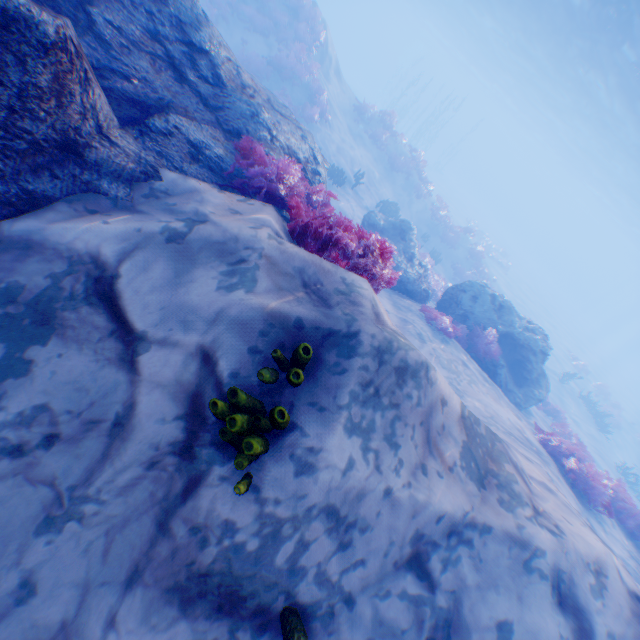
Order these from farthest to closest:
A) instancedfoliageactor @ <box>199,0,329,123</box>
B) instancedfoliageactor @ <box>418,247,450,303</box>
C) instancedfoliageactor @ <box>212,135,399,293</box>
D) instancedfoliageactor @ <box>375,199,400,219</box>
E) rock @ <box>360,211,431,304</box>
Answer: instancedfoliageactor @ <box>375,199,400,219</box> < instancedfoliageactor @ <box>199,0,329,123</box> < instancedfoliageactor @ <box>418,247,450,303</box> < rock @ <box>360,211,431,304</box> < instancedfoliageactor @ <box>212,135,399,293</box>

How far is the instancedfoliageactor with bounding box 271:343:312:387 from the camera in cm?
242

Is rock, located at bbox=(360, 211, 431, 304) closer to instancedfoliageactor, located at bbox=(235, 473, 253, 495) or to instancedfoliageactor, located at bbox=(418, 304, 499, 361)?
instancedfoliageactor, located at bbox=(418, 304, 499, 361)

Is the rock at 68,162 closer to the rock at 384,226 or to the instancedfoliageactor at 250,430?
the instancedfoliageactor at 250,430

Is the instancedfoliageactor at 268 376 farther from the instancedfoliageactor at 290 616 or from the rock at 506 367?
the rock at 506 367

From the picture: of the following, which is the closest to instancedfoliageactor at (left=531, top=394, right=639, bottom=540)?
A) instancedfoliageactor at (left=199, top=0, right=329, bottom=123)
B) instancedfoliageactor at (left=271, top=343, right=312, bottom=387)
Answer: instancedfoliageactor at (left=271, top=343, right=312, bottom=387)

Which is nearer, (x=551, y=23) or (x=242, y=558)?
(x=242, y=558)

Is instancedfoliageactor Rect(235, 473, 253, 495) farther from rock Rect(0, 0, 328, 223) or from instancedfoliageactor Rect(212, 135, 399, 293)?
rock Rect(0, 0, 328, 223)
